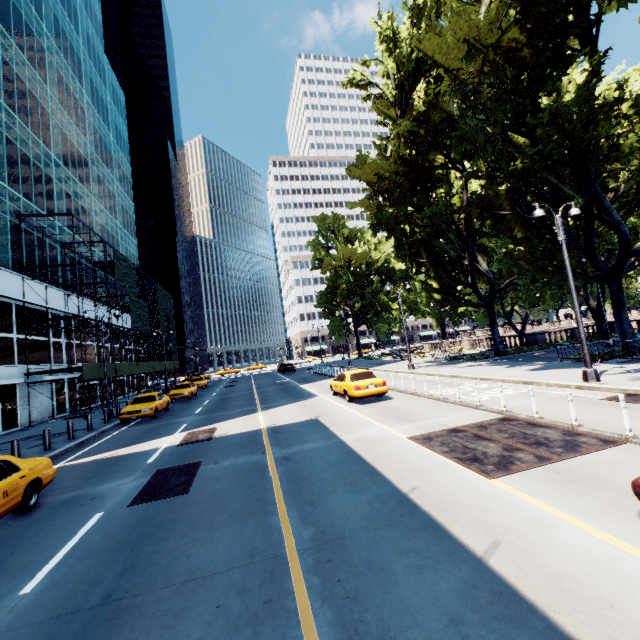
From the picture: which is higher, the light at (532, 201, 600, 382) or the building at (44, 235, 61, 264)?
the building at (44, 235, 61, 264)

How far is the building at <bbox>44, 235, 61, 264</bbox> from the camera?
27.61m

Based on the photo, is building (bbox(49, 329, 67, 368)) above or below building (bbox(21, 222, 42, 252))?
below

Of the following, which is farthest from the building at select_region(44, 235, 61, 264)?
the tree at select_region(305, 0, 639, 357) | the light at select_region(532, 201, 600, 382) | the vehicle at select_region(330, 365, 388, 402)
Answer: the light at select_region(532, 201, 600, 382)

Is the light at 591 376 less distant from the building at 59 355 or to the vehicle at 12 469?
the vehicle at 12 469

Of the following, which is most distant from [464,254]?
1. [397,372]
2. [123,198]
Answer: [123,198]

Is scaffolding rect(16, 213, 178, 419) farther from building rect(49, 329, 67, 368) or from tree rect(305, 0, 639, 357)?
tree rect(305, 0, 639, 357)

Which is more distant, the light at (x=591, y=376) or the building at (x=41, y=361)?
the building at (x=41, y=361)
